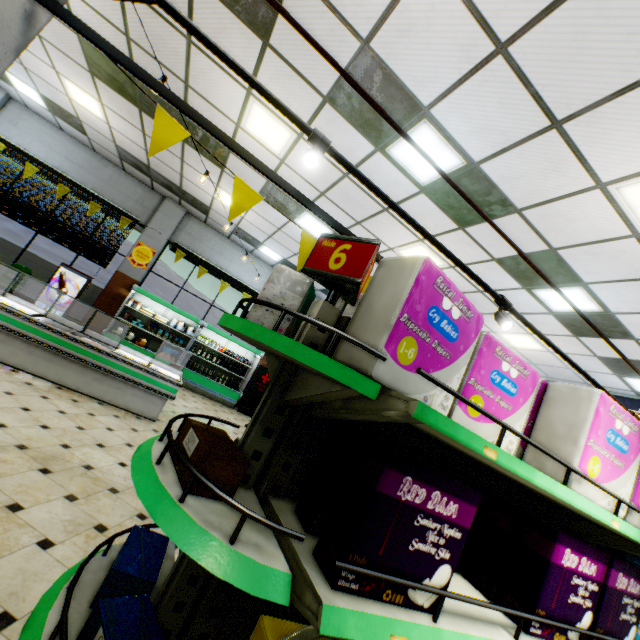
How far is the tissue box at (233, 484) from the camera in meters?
1.1

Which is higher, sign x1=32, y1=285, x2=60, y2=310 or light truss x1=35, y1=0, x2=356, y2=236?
light truss x1=35, y1=0, x2=356, y2=236

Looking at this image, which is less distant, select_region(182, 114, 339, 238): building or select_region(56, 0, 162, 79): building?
select_region(56, 0, 162, 79): building

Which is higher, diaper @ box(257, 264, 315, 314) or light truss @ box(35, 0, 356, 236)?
light truss @ box(35, 0, 356, 236)

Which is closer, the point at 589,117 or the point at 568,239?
the point at 589,117

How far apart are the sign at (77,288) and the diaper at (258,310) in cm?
971

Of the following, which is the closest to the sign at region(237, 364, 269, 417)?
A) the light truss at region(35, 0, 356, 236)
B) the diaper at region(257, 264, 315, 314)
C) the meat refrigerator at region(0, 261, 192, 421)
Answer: the meat refrigerator at region(0, 261, 192, 421)

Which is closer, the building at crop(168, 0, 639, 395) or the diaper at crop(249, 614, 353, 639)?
the diaper at crop(249, 614, 353, 639)
